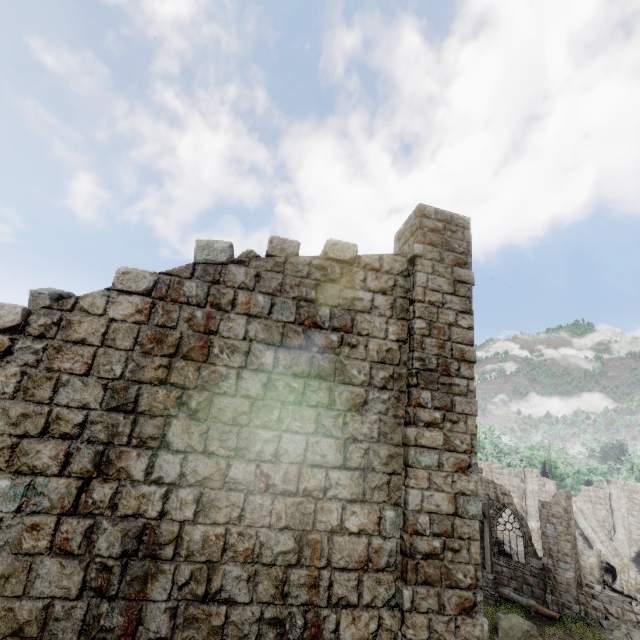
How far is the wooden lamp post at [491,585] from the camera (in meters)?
17.12

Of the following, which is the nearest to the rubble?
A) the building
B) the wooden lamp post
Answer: the building

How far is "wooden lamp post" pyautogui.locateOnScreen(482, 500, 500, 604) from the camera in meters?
17.1

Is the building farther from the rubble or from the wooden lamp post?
the wooden lamp post

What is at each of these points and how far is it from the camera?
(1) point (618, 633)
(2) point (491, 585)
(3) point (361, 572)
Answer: (1) rubble, 14.19m
(2) wooden lamp post, 17.25m
(3) building, 5.03m

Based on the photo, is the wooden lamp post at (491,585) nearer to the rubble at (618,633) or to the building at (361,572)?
the building at (361,572)
